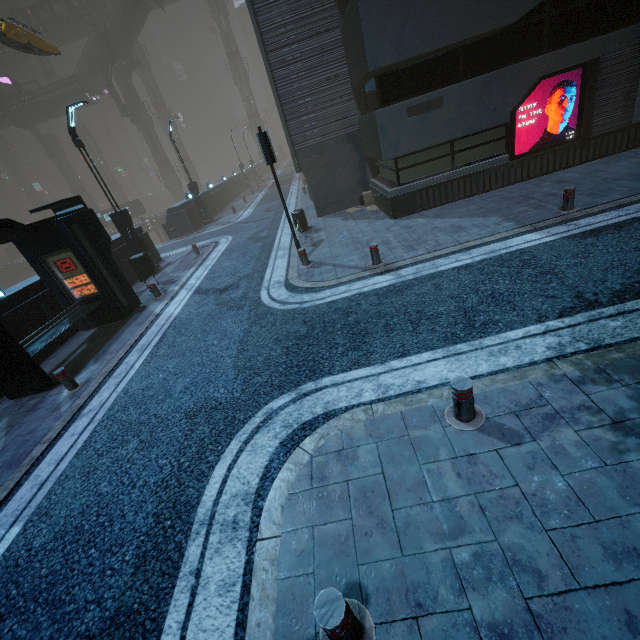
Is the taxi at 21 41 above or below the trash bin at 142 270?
above

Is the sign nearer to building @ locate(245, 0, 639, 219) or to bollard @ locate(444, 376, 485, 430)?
building @ locate(245, 0, 639, 219)

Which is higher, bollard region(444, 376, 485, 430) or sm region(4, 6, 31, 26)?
sm region(4, 6, 31, 26)

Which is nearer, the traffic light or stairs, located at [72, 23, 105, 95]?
the traffic light

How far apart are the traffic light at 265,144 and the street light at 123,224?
8.15m

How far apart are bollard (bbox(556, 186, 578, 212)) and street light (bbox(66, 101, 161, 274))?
15.62m

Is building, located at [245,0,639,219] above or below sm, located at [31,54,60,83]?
below

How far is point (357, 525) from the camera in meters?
3.2 m
